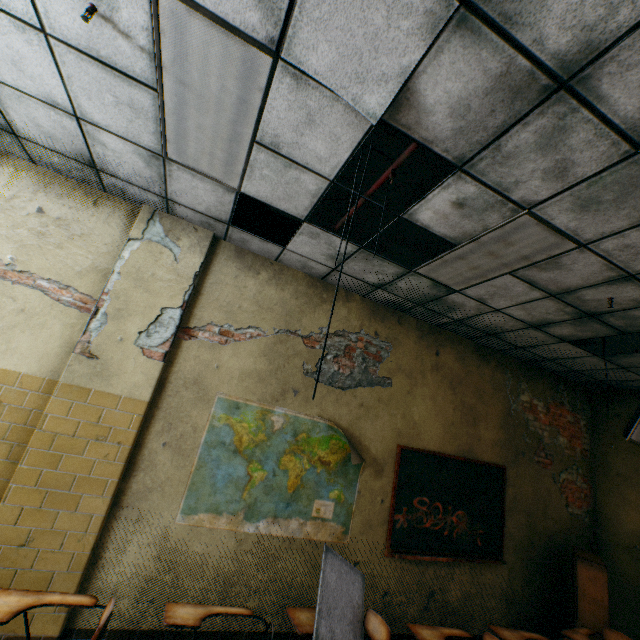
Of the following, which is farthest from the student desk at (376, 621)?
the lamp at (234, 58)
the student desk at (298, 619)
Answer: the lamp at (234, 58)

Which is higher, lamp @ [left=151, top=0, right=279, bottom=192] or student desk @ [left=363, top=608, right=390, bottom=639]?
lamp @ [left=151, top=0, right=279, bottom=192]

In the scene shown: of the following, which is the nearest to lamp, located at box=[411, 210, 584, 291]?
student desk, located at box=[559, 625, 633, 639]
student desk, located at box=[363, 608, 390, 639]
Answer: student desk, located at box=[363, 608, 390, 639]

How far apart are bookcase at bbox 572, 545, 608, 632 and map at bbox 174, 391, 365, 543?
3.1 meters

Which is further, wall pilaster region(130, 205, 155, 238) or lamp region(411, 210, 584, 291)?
wall pilaster region(130, 205, 155, 238)

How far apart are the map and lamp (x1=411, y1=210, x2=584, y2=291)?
2.0 meters

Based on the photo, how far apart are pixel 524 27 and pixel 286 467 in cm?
398

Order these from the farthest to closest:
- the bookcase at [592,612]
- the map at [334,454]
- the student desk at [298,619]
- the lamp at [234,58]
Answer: the bookcase at [592,612], the map at [334,454], the student desk at [298,619], the lamp at [234,58]
